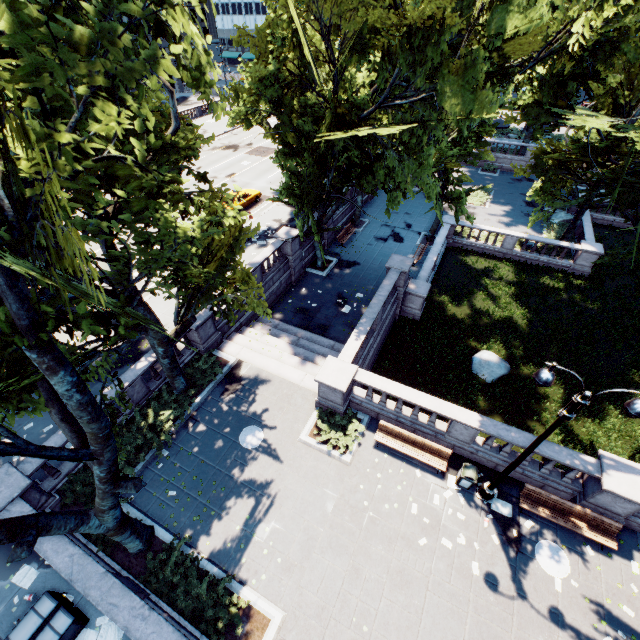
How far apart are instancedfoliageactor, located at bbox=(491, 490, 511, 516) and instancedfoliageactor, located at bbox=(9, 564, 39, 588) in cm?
1576

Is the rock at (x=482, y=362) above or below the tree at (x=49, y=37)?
below

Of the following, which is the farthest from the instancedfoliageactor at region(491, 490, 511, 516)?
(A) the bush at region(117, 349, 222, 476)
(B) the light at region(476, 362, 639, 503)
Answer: (A) the bush at region(117, 349, 222, 476)

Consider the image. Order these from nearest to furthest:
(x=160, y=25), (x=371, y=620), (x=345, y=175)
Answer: (x=160, y=25) → (x=371, y=620) → (x=345, y=175)

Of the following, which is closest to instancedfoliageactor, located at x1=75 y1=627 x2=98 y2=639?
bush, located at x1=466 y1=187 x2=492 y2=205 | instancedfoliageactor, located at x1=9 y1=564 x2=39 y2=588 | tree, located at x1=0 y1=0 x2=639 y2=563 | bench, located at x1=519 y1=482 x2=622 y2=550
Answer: tree, located at x1=0 y1=0 x2=639 y2=563

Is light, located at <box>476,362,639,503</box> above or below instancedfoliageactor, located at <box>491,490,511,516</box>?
above

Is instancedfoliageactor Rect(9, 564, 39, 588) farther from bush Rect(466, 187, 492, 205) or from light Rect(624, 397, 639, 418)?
bush Rect(466, 187, 492, 205)

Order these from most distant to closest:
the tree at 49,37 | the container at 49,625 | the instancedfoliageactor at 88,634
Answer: the instancedfoliageactor at 88,634 → the container at 49,625 → the tree at 49,37
